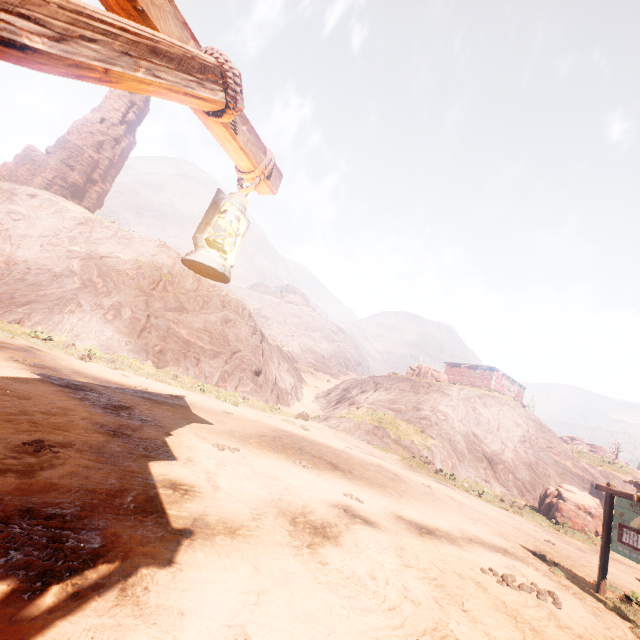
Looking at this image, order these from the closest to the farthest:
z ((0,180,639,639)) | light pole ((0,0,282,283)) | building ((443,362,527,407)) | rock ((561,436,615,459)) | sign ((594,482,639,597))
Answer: light pole ((0,0,282,283)), z ((0,180,639,639)), sign ((594,482,639,597)), building ((443,362,527,407)), rock ((561,436,615,459))

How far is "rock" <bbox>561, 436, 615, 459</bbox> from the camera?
54.00m

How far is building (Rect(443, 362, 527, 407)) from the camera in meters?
44.8

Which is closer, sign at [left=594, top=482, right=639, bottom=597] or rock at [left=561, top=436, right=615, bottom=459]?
sign at [left=594, top=482, right=639, bottom=597]

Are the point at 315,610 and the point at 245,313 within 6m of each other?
no

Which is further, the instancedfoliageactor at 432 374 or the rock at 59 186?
the rock at 59 186

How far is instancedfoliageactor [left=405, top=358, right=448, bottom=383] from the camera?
36.8 meters

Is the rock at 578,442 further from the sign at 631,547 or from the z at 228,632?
the sign at 631,547
